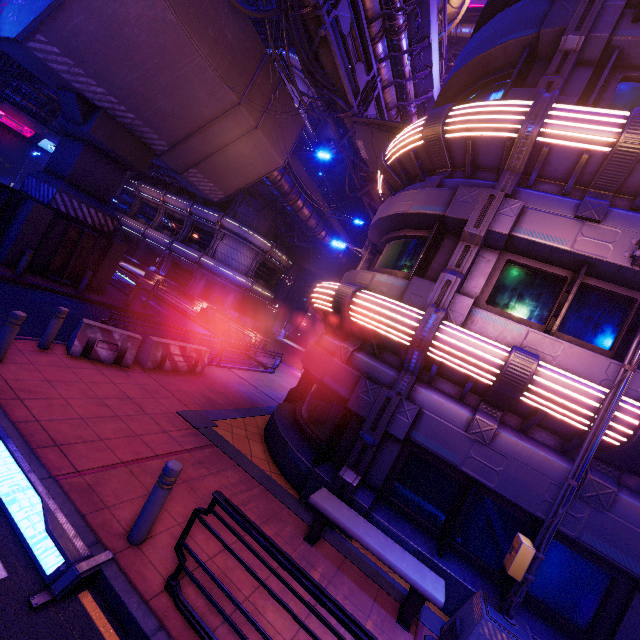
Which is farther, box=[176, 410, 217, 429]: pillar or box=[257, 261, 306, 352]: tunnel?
box=[257, 261, 306, 352]: tunnel

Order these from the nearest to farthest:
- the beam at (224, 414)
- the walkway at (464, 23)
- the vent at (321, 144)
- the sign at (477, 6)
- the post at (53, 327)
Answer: the post at (53, 327)
the beam at (224, 414)
the sign at (477, 6)
the walkway at (464, 23)
the vent at (321, 144)

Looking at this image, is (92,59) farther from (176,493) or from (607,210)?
(607,210)

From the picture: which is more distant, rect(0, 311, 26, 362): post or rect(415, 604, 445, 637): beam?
rect(0, 311, 26, 362): post

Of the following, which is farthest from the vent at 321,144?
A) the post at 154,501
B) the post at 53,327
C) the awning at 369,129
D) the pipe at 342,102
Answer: the post at 154,501

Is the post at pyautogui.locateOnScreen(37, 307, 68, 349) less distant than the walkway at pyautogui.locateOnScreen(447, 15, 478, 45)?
Yes

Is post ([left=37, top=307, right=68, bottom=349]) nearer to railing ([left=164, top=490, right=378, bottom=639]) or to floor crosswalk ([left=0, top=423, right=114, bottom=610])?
floor crosswalk ([left=0, top=423, right=114, bottom=610])

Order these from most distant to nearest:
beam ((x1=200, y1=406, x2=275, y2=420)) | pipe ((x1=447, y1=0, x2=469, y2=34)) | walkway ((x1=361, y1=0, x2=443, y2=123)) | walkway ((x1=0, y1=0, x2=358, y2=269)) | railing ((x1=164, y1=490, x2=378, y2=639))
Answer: pipe ((x1=447, y1=0, x2=469, y2=34))
walkway ((x1=361, y1=0, x2=443, y2=123))
walkway ((x1=0, y1=0, x2=358, y2=269))
beam ((x1=200, y1=406, x2=275, y2=420))
railing ((x1=164, y1=490, x2=378, y2=639))
